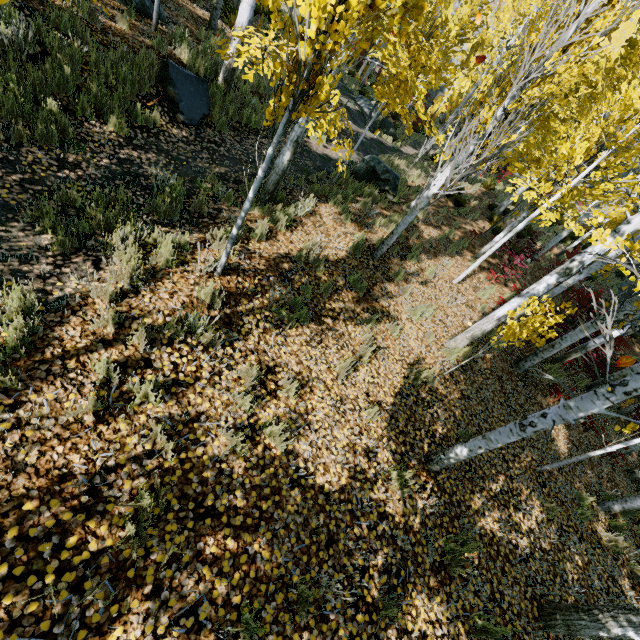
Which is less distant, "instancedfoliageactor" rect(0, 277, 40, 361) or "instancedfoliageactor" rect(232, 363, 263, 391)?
"instancedfoliageactor" rect(0, 277, 40, 361)

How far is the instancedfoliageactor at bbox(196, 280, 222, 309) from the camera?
3.86m

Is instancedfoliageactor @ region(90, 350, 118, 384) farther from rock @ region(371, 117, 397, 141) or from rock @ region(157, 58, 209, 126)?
rock @ region(371, 117, 397, 141)

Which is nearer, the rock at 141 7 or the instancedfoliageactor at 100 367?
the instancedfoliageactor at 100 367

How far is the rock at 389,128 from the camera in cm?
1841

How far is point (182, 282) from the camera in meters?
4.0 m

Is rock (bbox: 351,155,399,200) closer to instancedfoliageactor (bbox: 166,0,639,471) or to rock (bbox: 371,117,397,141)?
instancedfoliageactor (bbox: 166,0,639,471)
